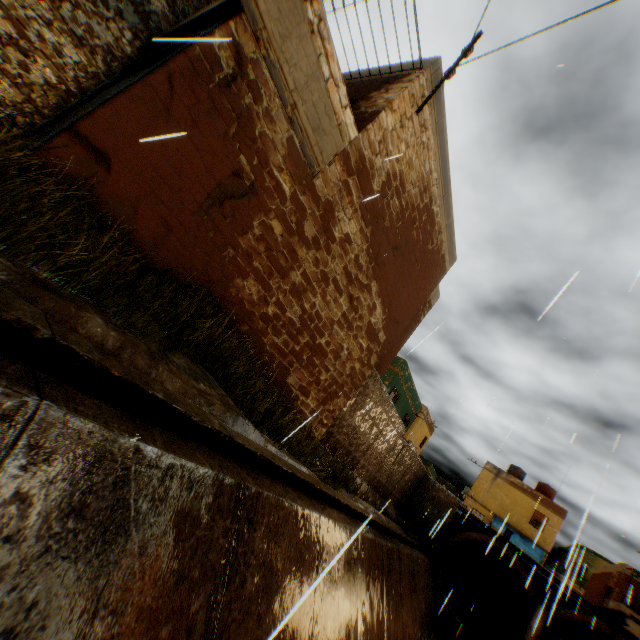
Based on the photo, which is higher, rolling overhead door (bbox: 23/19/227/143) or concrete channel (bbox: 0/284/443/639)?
rolling overhead door (bbox: 23/19/227/143)

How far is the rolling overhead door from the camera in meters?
3.5 m

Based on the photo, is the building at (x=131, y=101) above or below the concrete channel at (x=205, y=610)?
above

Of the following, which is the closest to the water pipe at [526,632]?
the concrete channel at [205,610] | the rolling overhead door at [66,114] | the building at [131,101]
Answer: the concrete channel at [205,610]

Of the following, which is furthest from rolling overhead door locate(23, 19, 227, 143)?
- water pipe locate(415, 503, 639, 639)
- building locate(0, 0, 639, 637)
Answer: water pipe locate(415, 503, 639, 639)

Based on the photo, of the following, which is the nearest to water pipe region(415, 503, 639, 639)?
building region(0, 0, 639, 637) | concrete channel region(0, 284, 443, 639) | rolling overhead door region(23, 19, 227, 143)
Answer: concrete channel region(0, 284, 443, 639)

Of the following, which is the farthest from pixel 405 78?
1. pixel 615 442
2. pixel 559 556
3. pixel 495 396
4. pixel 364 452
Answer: pixel 559 556

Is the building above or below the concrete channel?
above
